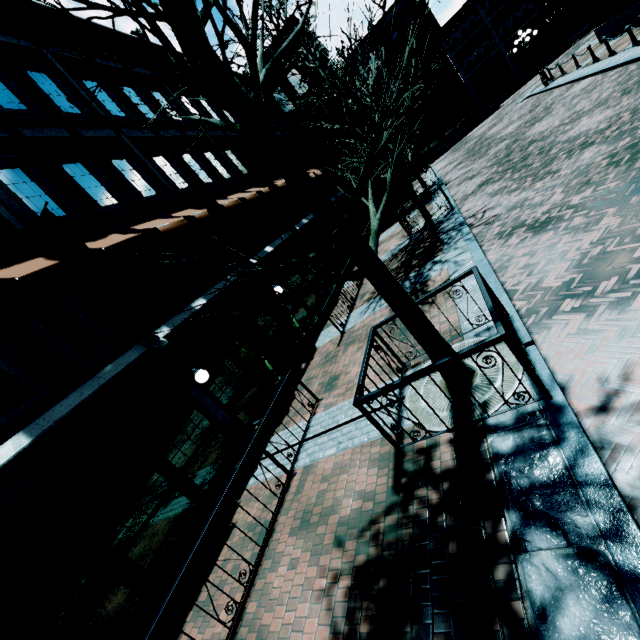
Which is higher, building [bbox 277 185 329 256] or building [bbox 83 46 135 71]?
building [bbox 83 46 135 71]

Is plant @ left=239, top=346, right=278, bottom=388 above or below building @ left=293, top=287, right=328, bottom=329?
above

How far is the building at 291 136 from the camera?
23.2m

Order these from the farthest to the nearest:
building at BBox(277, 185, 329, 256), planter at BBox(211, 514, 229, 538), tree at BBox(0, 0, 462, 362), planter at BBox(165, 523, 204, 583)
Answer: building at BBox(277, 185, 329, 256) < planter at BBox(211, 514, 229, 538) < planter at BBox(165, 523, 204, 583) < tree at BBox(0, 0, 462, 362)

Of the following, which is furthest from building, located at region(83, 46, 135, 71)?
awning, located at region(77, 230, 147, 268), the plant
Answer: the plant

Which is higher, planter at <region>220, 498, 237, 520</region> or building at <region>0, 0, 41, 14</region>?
building at <region>0, 0, 41, 14</region>

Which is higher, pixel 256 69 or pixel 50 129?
pixel 50 129

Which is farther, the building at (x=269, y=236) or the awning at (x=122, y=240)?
the building at (x=269, y=236)
